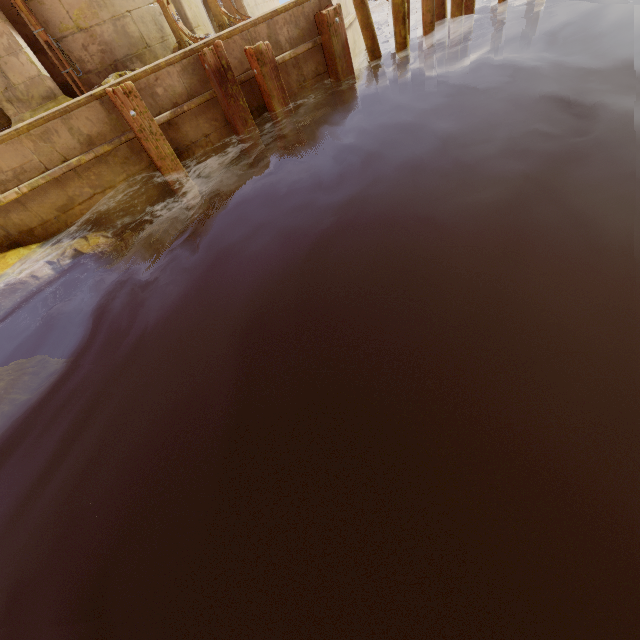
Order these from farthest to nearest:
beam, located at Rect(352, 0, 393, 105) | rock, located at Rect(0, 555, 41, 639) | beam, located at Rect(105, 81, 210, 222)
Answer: beam, located at Rect(352, 0, 393, 105) < beam, located at Rect(105, 81, 210, 222) < rock, located at Rect(0, 555, 41, 639)

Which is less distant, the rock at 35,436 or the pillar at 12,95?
the rock at 35,436

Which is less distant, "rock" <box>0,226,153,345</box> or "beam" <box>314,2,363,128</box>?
"rock" <box>0,226,153,345</box>

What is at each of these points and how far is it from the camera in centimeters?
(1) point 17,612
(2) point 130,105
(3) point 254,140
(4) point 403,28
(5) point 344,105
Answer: (1) rock, 226cm
(2) beam, 530cm
(3) beam, 657cm
(4) beam, 657cm
(5) beam, 732cm

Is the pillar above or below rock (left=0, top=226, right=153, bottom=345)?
above

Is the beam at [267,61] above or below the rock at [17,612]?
above

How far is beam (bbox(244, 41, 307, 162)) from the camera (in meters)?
6.00

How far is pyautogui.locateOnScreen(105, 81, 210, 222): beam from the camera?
5.2m
